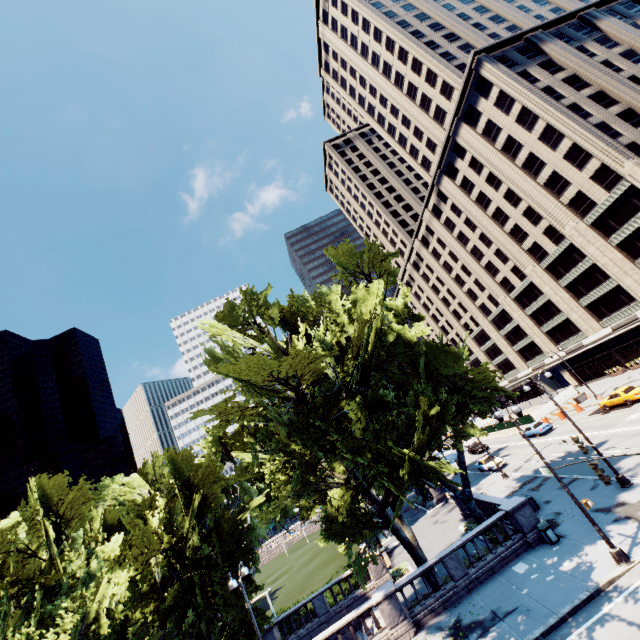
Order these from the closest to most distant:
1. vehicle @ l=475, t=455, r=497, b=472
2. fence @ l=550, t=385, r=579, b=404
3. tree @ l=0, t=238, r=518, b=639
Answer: tree @ l=0, t=238, r=518, b=639 → vehicle @ l=475, t=455, r=497, b=472 → fence @ l=550, t=385, r=579, b=404

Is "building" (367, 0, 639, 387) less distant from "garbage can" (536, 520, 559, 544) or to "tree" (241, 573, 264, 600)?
"tree" (241, 573, 264, 600)

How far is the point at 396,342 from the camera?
21.0 meters

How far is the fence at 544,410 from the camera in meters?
44.2 m

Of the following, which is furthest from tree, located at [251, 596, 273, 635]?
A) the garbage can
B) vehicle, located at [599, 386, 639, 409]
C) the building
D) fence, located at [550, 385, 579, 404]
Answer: vehicle, located at [599, 386, 639, 409]

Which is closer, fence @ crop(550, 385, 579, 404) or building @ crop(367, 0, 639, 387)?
building @ crop(367, 0, 639, 387)

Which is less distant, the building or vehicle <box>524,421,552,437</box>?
the building

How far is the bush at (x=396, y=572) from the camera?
24.66m
